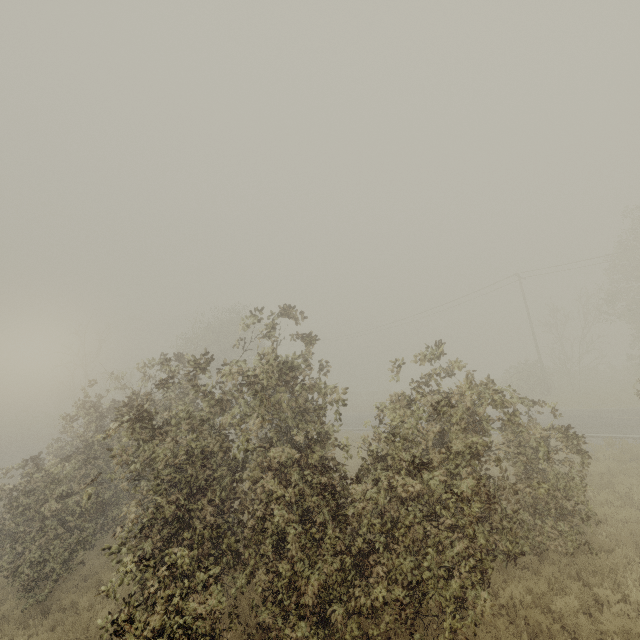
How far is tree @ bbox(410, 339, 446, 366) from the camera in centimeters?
767cm

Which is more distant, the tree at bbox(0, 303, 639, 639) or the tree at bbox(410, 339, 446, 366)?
the tree at bbox(410, 339, 446, 366)

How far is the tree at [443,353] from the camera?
7.7 meters

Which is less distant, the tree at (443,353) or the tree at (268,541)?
the tree at (268,541)

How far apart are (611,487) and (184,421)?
14.4 meters
